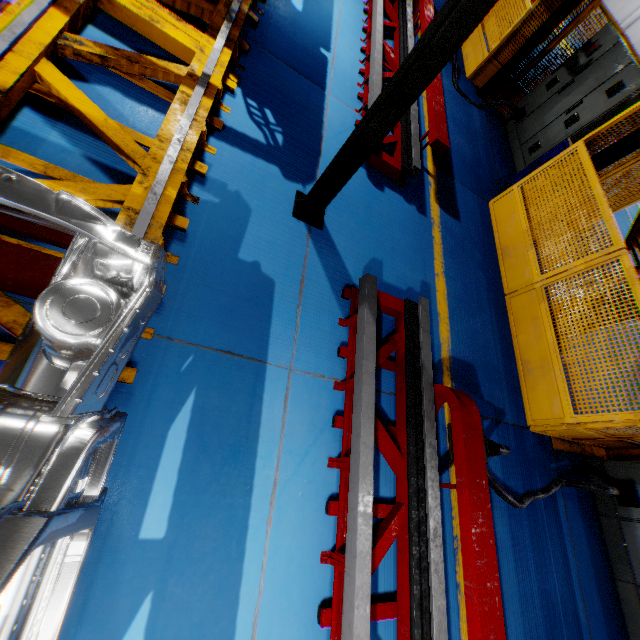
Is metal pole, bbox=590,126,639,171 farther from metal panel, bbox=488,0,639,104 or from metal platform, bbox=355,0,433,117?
metal platform, bbox=355,0,433,117

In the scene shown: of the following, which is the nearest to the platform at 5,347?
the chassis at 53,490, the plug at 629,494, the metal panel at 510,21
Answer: the chassis at 53,490

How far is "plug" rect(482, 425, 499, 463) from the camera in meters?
2.8 m

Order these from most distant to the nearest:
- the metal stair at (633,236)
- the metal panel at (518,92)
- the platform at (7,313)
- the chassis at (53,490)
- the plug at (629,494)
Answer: the metal stair at (633,236), the metal panel at (518,92), the plug at (629,494), the platform at (7,313), the chassis at (53,490)

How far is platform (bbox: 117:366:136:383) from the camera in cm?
208

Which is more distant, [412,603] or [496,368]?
[496,368]

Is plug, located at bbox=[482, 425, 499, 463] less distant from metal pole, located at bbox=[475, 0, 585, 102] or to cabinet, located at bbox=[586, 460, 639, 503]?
cabinet, located at bbox=[586, 460, 639, 503]

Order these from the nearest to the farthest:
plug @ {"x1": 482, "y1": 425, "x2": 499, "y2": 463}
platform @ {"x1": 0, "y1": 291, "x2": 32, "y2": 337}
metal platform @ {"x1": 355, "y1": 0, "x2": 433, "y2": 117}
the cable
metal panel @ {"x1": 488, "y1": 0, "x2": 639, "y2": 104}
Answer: platform @ {"x1": 0, "y1": 291, "x2": 32, "y2": 337}
plug @ {"x1": 482, "y1": 425, "x2": 499, "y2": 463}
the cable
metal platform @ {"x1": 355, "y1": 0, "x2": 433, "y2": 117}
metal panel @ {"x1": 488, "y1": 0, "x2": 639, "y2": 104}
